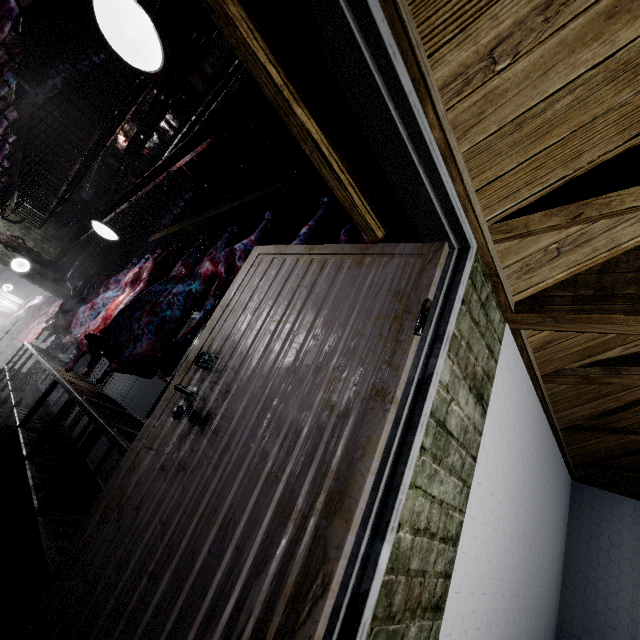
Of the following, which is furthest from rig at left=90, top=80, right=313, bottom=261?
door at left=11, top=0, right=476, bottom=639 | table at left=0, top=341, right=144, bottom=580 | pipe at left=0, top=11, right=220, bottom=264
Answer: table at left=0, top=341, right=144, bottom=580

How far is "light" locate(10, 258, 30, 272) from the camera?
7.18m

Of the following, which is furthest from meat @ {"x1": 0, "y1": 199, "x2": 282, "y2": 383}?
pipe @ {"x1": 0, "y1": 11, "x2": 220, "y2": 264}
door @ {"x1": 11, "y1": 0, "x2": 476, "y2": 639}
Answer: door @ {"x1": 11, "y1": 0, "x2": 476, "y2": 639}

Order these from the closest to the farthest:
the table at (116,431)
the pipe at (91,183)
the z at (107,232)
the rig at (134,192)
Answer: the table at (116,431) → the rig at (134,192) → the z at (107,232) → the pipe at (91,183)

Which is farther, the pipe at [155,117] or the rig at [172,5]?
the pipe at [155,117]

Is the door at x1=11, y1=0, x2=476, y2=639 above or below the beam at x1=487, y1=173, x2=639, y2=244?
below

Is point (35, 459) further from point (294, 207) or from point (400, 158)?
point (294, 207)

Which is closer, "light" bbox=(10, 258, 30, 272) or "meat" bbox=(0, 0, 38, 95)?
"meat" bbox=(0, 0, 38, 95)
